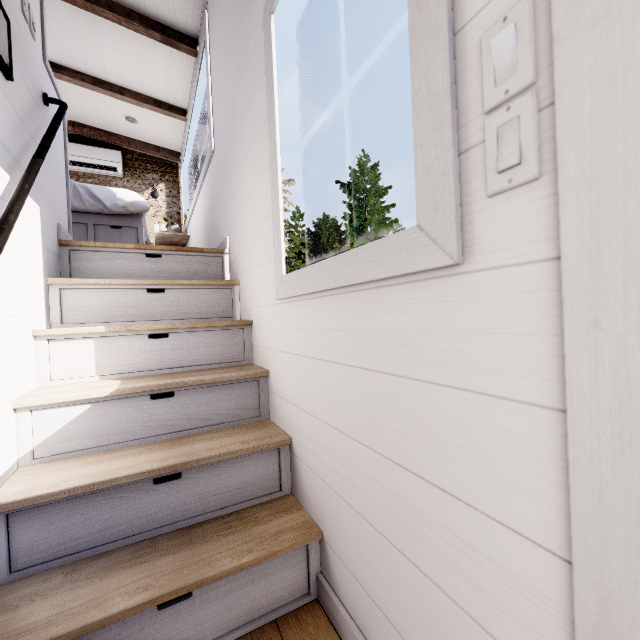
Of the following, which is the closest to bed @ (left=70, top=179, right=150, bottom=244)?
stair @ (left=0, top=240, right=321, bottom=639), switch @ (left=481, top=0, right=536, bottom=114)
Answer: stair @ (left=0, top=240, right=321, bottom=639)

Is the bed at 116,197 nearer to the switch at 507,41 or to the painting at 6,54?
the painting at 6,54

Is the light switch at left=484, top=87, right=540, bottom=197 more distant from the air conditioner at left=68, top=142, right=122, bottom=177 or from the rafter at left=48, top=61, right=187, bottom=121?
the air conditioner at left=68, top=142, right=122, bottom=177

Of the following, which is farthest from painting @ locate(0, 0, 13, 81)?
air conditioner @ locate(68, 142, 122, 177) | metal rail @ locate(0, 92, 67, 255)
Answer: air conditioner @ locate(68, 142, 122, 177)

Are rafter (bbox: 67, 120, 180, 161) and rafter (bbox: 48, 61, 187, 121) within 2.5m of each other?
yes

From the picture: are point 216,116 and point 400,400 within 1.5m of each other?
no

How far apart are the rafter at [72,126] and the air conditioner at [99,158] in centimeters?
14cm

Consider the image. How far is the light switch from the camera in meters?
0.5
